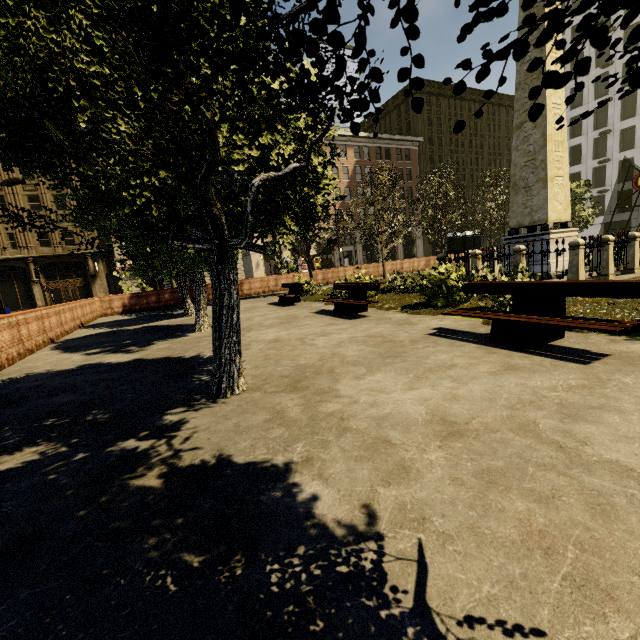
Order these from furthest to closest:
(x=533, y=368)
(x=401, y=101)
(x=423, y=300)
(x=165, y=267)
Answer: (x=401, y=101) → (x=165, y=267) → (x=423, y=300) → (x=533, y=368)

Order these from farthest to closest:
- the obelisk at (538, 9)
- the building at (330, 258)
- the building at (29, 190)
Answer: the building at (330, 258)
the building at (29, 190)
the obelisk at (538, 9)

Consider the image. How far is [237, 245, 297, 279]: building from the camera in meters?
42.0

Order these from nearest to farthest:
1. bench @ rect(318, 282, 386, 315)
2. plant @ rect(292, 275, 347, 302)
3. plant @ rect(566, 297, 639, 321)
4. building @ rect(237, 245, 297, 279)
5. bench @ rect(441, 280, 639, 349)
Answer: bench @ rect(441, 280, 639, 349), plant @ rect(566, 297, 639, 321), bench @ rect(318, 282, 386, 315), plant @ rect(292, 275, 347, 302), building @ rect(237, 245, 297, 279)

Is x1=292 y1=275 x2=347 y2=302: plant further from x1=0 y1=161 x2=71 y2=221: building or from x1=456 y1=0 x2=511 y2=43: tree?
x1=0 y1=161 x2=71 y2=221: building

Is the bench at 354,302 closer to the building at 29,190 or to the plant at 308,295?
the plant at 308,295

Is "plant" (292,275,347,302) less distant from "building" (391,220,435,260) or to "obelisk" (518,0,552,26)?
"obelisk" (518,0,552,26)

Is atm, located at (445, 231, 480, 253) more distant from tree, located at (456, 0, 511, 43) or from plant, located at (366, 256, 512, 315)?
plant, located at (366, 256, 512, 315)
